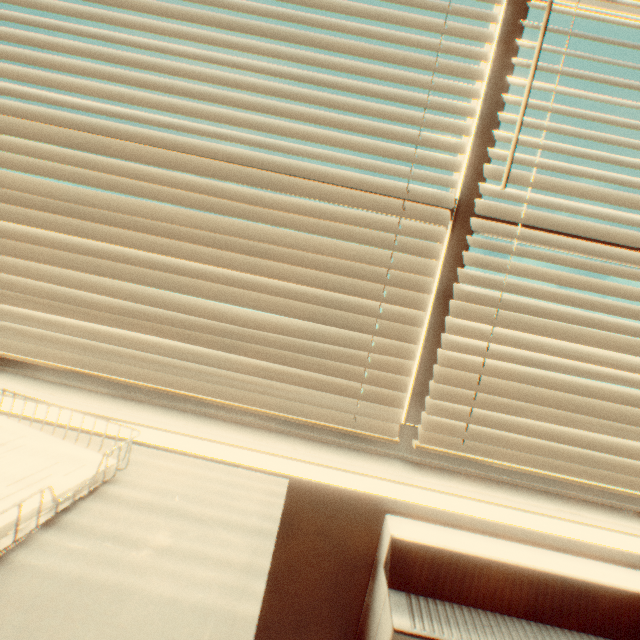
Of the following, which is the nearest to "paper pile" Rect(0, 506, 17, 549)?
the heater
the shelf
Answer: the shelf

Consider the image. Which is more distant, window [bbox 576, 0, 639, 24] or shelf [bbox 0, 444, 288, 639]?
window [bbox 576, 0, 639, 24]

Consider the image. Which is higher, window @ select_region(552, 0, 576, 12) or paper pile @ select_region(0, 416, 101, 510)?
window @ select_region(552, 0, 576, 12)

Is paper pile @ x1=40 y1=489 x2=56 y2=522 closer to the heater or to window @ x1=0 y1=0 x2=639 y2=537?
window @ x1=0 y1=0 x2=639 y2=537

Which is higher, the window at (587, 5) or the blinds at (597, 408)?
the window at (587, 5)

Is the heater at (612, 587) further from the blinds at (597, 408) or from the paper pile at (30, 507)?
the paper pile at (30, 507)

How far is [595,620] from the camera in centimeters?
71cm
